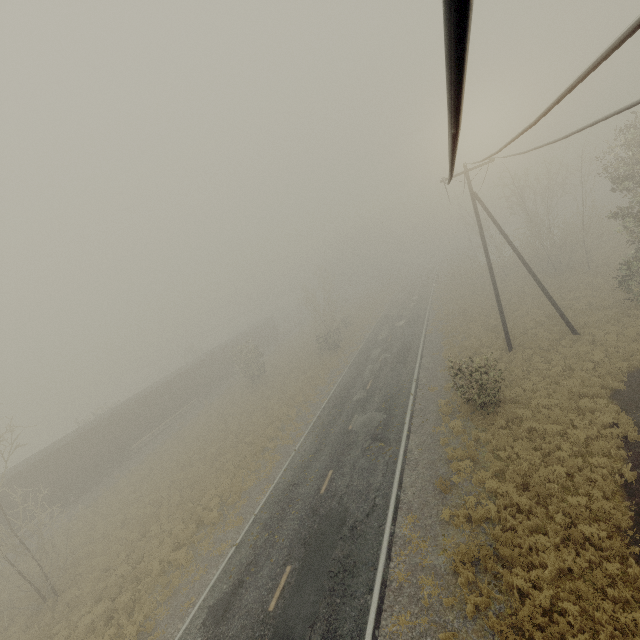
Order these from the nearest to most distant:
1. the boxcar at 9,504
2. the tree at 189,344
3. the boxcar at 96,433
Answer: the boxcar at 9,504, the boxcar at 96,433, the tree at 189,344

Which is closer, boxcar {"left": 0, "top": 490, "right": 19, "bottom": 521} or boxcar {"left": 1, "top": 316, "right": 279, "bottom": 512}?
boxcar {"left": 0, "top": 490, "right": 19, "bottom": 521}

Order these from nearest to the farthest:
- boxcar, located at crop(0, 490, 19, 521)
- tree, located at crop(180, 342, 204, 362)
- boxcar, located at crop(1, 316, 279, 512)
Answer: boxcar, located at crop(0, 490, 19, 521)
boxcar, located at crop(1, 316, 279, 512)
tree, located at crop(180, 342, 204, 362)

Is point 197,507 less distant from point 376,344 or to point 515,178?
point 376,344

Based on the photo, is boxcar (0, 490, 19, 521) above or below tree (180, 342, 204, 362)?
below

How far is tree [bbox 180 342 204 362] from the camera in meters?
55.9 m

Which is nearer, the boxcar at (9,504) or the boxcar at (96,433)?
the boxcar at (9,504)

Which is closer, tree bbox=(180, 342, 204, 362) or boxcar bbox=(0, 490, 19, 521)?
boxcar bbox=(0, 490, 19, 521)
